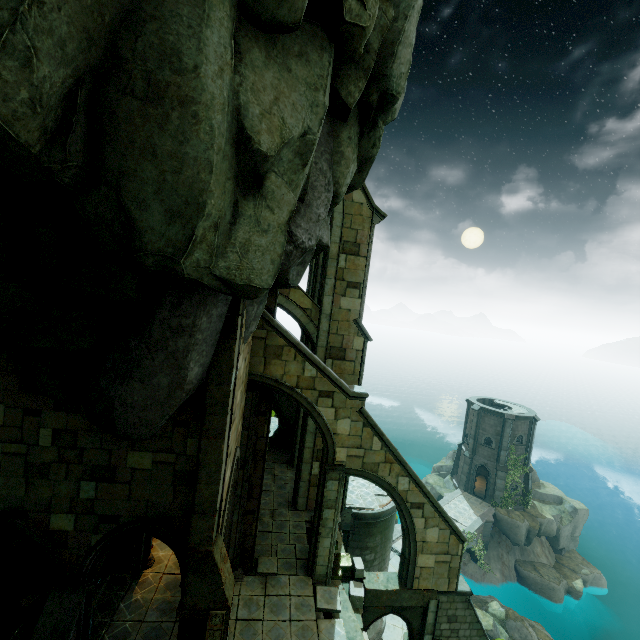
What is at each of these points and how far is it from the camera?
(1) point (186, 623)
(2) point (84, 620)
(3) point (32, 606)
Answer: (1) stone column, 7.8m
(2) building, 7.7m
(3) brick, 10.0m

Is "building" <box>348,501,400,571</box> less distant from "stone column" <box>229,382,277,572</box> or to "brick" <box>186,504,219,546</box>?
"stone column" <box>229,382,277,572</box>

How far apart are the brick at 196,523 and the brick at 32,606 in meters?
7.0

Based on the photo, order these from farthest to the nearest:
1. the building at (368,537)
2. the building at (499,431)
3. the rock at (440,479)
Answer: the rock at (440,479) → the building at (499,431) → the building at (368,537)

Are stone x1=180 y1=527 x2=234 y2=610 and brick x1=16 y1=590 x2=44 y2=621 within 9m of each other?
yes

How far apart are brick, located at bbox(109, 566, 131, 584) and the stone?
4.9m

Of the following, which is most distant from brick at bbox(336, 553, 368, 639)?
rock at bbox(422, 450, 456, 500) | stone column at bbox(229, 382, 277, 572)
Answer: rock at bbox(422, 450, 456, 500)

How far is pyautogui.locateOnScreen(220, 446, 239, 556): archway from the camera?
8.7 meters
